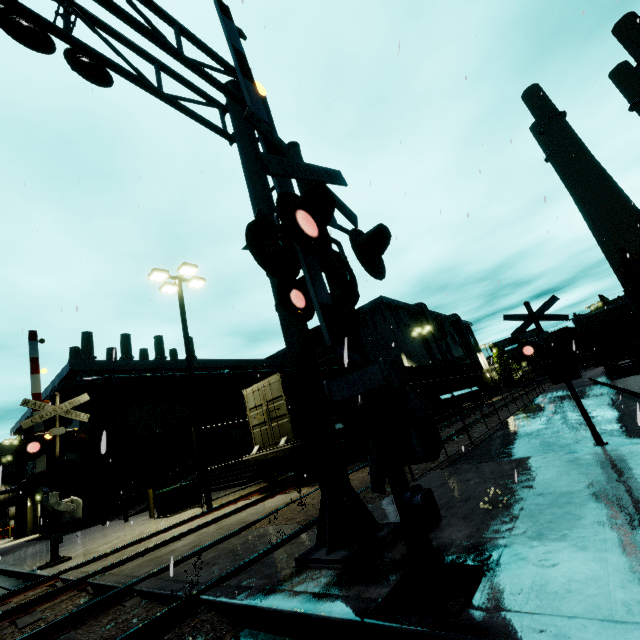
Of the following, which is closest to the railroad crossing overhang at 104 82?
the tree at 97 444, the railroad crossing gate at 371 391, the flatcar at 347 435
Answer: the railroad crossing gate at 371 391

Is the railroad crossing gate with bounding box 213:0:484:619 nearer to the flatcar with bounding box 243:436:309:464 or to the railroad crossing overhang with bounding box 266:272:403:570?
the railroad crossing overhang with bounding box 266:272:403:570

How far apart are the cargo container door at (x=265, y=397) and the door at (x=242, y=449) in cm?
1779

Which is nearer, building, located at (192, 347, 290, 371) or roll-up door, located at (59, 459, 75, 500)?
roll-up door, located at (59, 459, 75, 500)

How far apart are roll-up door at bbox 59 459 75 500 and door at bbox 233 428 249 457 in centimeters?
1121cm

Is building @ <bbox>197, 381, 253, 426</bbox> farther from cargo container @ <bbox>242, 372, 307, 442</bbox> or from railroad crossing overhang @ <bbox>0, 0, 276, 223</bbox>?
railroad crossing overhang @ <bbox>0, 0, 276, 223</bbox>

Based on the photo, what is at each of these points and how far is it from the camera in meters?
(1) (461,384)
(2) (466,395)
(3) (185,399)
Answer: (1) cargo container, 28.0
(2) flatcar, 27.5
(3) building, 28.0

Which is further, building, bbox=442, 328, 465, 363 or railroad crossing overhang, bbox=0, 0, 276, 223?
building, bbox=442, 328, 465, 363
